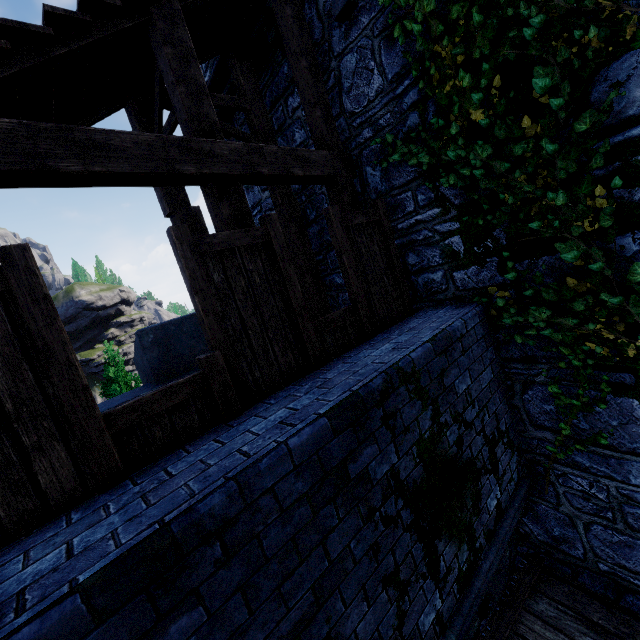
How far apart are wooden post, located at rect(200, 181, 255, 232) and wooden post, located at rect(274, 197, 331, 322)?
2.0m

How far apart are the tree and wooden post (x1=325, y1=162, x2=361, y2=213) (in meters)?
12.97

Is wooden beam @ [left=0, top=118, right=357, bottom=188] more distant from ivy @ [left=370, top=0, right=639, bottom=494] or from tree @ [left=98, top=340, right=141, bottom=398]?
tree @ [left=98, top=340, right=141, bottom=398]

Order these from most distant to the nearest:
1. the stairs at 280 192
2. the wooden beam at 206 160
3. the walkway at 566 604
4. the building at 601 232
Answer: the stairs at 280 192
the walkway at 566 604
the building at 601 232
the wooden beam at 206 160

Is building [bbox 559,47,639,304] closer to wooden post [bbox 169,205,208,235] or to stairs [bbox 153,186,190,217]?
stairs [bbox 153,186,190,217]

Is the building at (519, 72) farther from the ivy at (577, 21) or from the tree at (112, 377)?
the tree at (112, 377)

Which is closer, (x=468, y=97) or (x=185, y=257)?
(x=185, y=257)

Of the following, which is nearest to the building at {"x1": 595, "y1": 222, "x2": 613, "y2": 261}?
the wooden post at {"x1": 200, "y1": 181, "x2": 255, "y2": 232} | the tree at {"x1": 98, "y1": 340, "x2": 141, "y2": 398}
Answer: the wooden post at {"x1": 200, "y1": 181, "x2": 255, "y2": 232}
